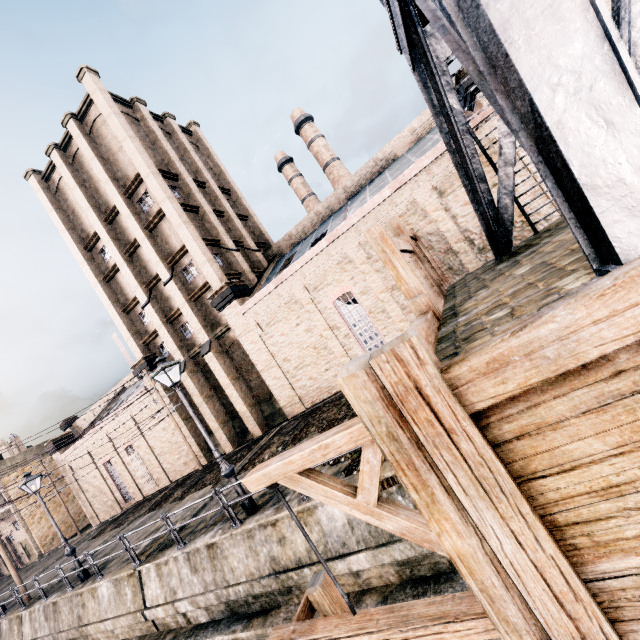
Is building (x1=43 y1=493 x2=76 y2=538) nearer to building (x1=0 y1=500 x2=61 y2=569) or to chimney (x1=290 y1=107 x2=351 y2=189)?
building (x1=0 y1=500 x2=61 y2=569)

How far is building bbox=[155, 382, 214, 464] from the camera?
26.17m

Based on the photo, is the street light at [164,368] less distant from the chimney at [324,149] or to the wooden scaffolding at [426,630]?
the wooden scaffolding at [426,630]

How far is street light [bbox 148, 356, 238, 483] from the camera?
10.3 meters

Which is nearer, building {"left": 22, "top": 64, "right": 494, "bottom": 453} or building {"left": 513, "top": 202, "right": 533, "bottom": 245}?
building {"left": 513, "top": 202, "right": 533, "bottom": 245}

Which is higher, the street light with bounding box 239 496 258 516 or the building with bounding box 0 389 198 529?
the building with bounding box 0 389 198 529

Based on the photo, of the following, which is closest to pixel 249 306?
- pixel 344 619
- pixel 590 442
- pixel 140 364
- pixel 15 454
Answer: pixel 140 364

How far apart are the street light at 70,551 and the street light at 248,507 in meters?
11.3 m
